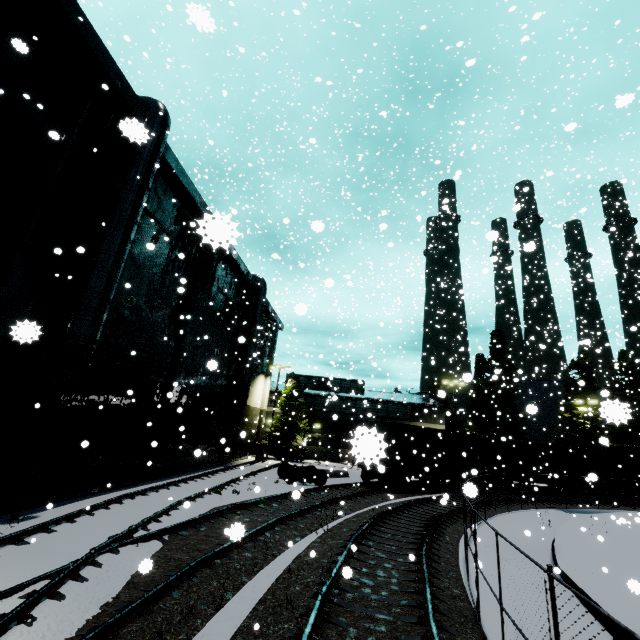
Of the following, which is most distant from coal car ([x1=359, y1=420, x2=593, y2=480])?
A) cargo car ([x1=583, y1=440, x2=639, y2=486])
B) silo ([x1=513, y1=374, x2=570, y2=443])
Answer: silo ([x1=513, y1=374, x2=570, y2=443])

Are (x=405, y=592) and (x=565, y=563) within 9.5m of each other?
yes

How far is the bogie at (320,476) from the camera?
20.5m

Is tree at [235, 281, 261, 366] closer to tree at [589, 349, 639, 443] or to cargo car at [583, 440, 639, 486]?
cargo car at [583, 440, 639, 486]

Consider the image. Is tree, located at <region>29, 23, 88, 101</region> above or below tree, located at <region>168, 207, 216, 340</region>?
above

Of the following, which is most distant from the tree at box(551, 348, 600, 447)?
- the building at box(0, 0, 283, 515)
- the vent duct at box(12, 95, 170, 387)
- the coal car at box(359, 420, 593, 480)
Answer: the vent duct at box(12, 95, 170, 387)

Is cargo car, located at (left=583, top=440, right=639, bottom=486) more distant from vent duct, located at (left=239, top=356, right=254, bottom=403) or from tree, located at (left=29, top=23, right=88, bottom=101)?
vent duct, located at (left=239, top=356, right=254, bottom=403)

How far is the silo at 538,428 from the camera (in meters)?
43.14
